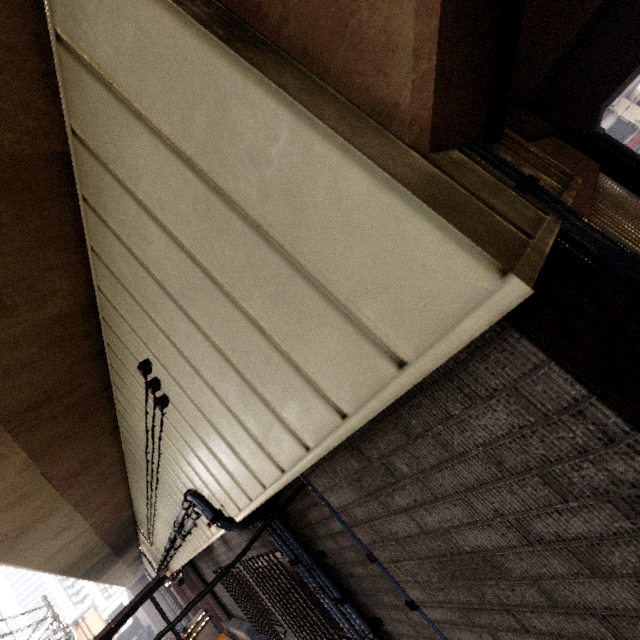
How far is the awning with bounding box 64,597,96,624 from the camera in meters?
39.5

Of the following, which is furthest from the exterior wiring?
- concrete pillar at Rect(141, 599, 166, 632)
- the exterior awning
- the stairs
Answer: the stairs

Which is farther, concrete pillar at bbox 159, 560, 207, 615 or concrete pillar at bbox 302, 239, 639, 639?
concrete pillar at bbox 159, 560, 207, 615

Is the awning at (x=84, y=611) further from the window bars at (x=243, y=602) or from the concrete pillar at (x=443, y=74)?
the concrete pillar at (x=443, y=74)

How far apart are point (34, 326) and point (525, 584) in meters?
2.8

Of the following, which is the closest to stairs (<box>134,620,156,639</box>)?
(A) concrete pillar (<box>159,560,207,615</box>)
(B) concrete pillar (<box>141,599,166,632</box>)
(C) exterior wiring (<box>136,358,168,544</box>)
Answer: (B) concrete pillar (<box>141,599,166,632</box>)

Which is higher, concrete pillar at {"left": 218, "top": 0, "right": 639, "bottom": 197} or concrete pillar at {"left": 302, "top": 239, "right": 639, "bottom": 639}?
concrete pillar at {"left": 218, "top": 0, "right": 639, "bottom": 197}

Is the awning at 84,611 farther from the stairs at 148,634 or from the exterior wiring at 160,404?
the exterior wiring at 160,404
